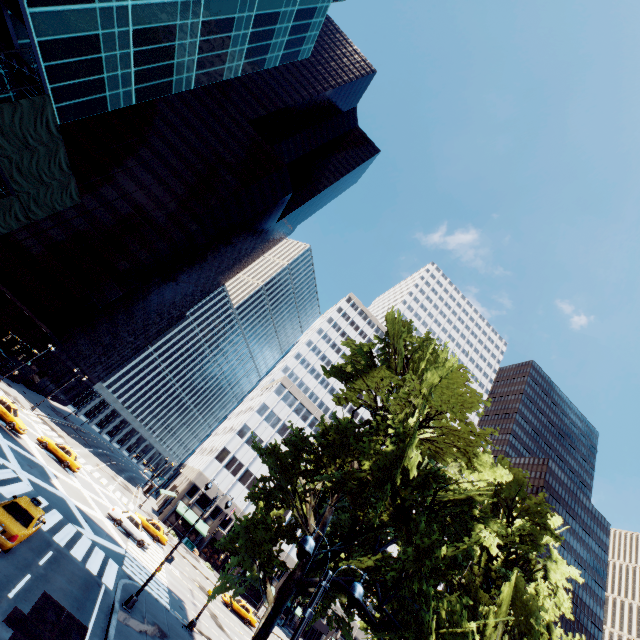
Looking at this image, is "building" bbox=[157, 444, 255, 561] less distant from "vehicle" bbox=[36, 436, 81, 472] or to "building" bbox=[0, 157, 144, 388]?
"vehicle" bbox=[36, 436, 81, 472]

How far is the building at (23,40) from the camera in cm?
1856

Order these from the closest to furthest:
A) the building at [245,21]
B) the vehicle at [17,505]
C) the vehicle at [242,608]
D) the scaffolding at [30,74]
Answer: the vehicle at [17,505] → the scaffolding at [30,74] → the building at [245,21] → the vehicle at [242,608]

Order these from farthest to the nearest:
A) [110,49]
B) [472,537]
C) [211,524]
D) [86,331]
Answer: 1. [86,331]
2. [211,524]
3. [110,49]
4. [472,537]

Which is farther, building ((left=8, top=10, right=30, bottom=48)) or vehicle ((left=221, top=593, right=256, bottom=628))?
vehicle ((left=221, top=593, right=256, bottom=628))

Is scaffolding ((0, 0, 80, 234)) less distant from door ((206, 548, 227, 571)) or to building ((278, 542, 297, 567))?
building ((278, 542, 297, 567))

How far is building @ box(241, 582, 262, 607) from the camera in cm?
5417
